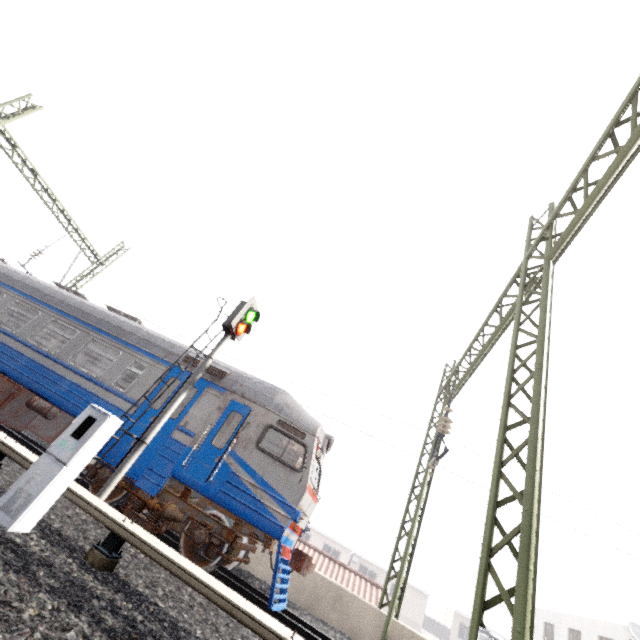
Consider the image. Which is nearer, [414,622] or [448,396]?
[448,396]

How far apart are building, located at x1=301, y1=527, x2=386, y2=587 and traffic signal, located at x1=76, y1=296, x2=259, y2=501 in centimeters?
4153cm

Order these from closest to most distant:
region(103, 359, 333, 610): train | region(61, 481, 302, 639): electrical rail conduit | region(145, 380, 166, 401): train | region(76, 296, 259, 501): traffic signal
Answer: region(61, 481, 302, 639): electrical rail conduit, region(76, 296, 259, 501): traffic signal, region(103, 359, 333, 610): train, region(145, 380, 166, 401): train

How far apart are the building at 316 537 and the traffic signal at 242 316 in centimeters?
4153cm

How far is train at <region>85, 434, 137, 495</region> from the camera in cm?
778

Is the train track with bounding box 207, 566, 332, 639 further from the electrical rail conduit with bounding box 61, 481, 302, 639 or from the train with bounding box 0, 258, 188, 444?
the electrical rail conduit with bounding box 61, 481, 302, 639

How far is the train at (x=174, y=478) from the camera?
7.3m

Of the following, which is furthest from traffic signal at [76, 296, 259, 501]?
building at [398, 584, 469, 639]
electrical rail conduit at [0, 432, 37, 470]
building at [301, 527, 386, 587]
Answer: building at [398, 584, 469, 639]
